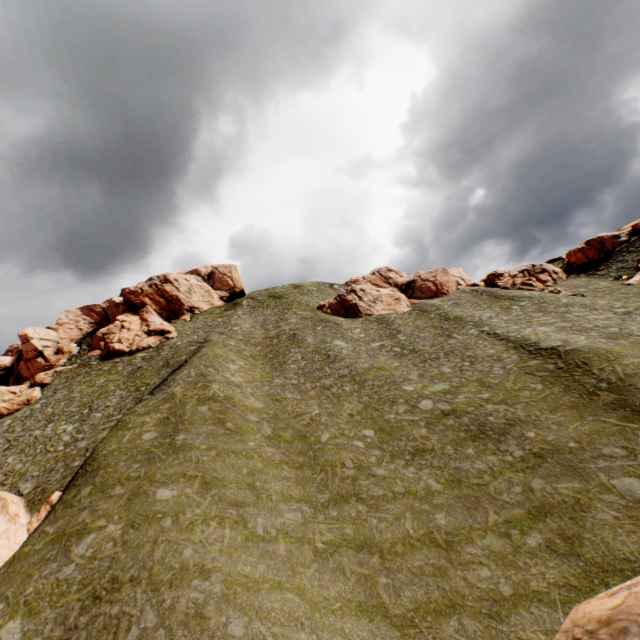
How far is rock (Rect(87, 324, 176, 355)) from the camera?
55.8 meters

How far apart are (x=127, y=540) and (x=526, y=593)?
17.9 meters

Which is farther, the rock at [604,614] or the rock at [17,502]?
the rock at [17,502]

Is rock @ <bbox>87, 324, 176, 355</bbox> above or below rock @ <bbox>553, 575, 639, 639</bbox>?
above

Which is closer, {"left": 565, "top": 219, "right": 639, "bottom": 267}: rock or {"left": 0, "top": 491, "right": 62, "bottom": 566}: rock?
{"left": 0, "top": 491, "right": 62, "bottom": 566}: rock

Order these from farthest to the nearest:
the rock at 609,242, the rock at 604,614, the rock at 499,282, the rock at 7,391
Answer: the rock at 609,242
the rock at 499,282
the rock at 7,391
the rock at 604,614

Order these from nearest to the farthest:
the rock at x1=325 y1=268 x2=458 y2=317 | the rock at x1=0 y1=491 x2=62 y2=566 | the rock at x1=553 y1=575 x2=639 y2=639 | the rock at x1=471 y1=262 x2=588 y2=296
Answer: the rock at x1=553 y1=575 x2=639 y2=639 < the rock at x1=0 y1=491 x2=62 y2=566 < the rock at x1=471 y1=262 x2=588 y2=296 < the rock at x1=325 y1=268 x2=458 y2=317
